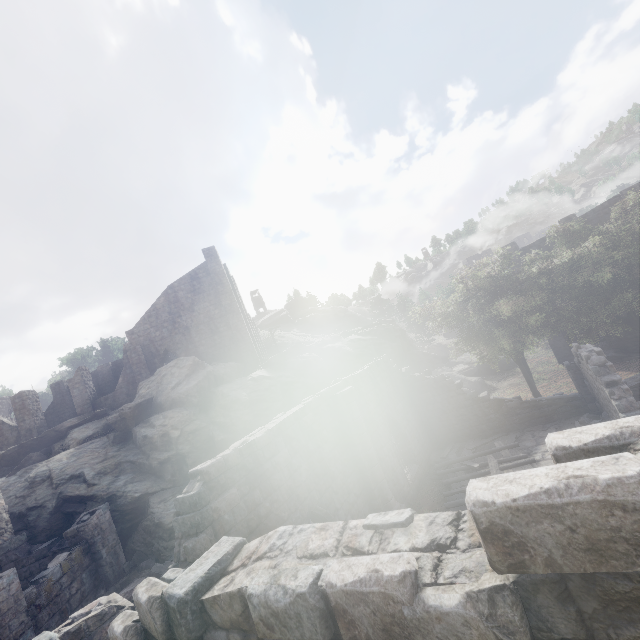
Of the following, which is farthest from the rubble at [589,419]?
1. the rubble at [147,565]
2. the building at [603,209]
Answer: the rubble at [147,565]

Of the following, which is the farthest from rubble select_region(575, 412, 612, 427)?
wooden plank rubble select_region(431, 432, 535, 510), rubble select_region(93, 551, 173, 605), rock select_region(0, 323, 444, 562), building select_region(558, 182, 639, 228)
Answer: rubble select_region(93, 551, 173, 605)

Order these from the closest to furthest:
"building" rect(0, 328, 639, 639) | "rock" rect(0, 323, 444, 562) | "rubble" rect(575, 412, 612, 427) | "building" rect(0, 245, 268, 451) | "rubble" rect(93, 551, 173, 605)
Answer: "building" rect(0, 328, 639, 639)
"rubble" rect(93, 551, 173, 605)
"rubble" rect(575, 412, 612, 427)
"rock" rect(0, 323, 444, 562)
"building" rect(0, 245, 268, 451)

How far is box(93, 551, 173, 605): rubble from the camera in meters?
13.7

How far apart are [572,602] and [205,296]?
32.04m

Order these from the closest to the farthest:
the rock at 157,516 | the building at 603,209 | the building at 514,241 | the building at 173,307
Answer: the rock at 157,516 → the building at 603,209 → the building at 173,307 → the building at 514,241

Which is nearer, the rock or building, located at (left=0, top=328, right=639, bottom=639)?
building, located at (left=0, top=328, right=639, bottom=639)

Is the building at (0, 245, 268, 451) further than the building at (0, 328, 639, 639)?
Yes
